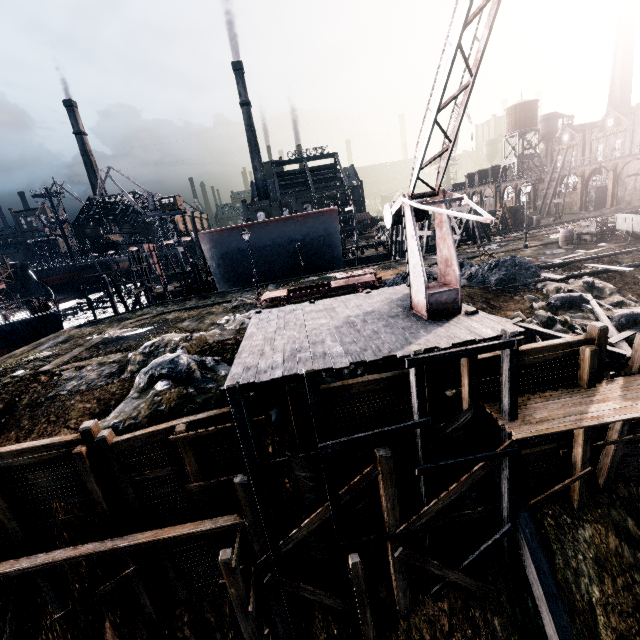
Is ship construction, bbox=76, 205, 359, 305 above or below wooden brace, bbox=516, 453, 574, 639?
above

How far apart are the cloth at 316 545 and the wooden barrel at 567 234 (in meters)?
29.47

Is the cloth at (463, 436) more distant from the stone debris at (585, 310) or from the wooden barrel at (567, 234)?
the wooden barrel at (567, 234)

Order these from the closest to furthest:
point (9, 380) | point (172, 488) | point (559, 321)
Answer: point (172, 488)
point (559, 321)
point (9, 380)

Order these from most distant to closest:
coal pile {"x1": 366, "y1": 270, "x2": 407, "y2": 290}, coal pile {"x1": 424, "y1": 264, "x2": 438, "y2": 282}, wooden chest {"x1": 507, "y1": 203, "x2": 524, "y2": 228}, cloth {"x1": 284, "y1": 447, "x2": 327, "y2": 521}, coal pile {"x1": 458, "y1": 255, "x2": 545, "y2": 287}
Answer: wooden chest {"x1": 507, "y1": 203, "x2": 524, "y2": 228}
coal pile {"x1": 366, "y1": 270, "x2": 407, "y2": 290}
coal pile {"x1": 424, "y1": 264, "x2": 438, "y2": 282}
coal pile {"x1": 458, "y1": 255, "x2": 545, "y2": 287}
cloth {"x1": 284, "y1": 447, "x2": 327, "y2": 521}

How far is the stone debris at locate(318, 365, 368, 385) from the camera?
12.56m

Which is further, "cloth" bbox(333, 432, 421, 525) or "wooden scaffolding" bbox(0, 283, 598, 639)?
"cloth" bbox(333, 432, 421, 525)

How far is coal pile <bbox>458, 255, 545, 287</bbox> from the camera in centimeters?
1928cm
